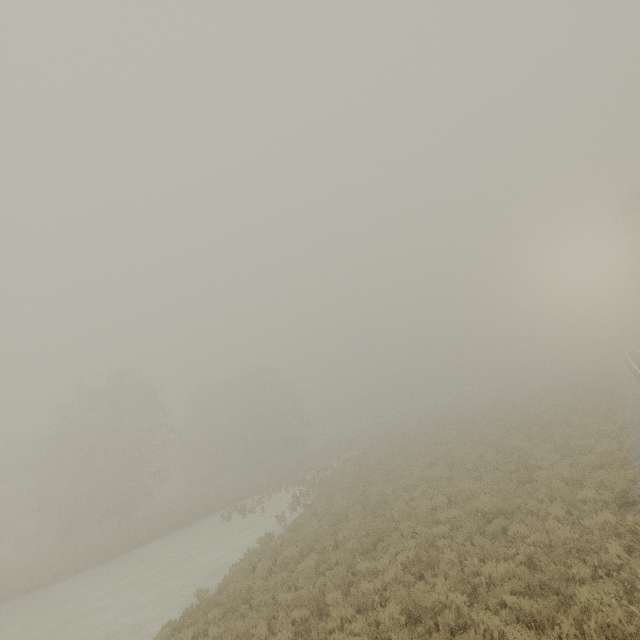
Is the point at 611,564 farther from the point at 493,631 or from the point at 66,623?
the point at 66,623
